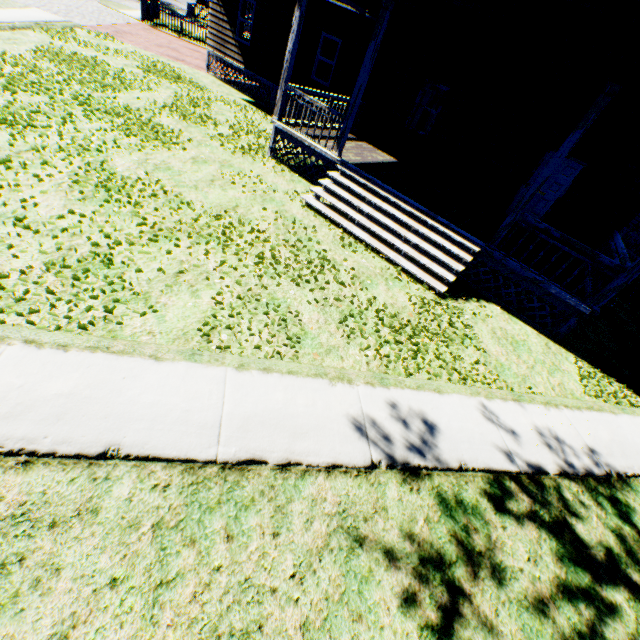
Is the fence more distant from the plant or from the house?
the house

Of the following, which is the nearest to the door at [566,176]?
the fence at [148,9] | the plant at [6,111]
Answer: the plant at [6,111]

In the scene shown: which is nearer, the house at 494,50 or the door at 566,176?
the house at 494,50

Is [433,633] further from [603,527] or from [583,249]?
[583,249]

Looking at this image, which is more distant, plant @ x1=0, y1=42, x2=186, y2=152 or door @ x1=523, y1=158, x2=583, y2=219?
door @ x1=523, y1=158, x2=583, y2=219

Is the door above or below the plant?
above

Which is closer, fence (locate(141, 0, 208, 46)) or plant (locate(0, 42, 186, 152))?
plant (locate(0, 42, 186, 152))
